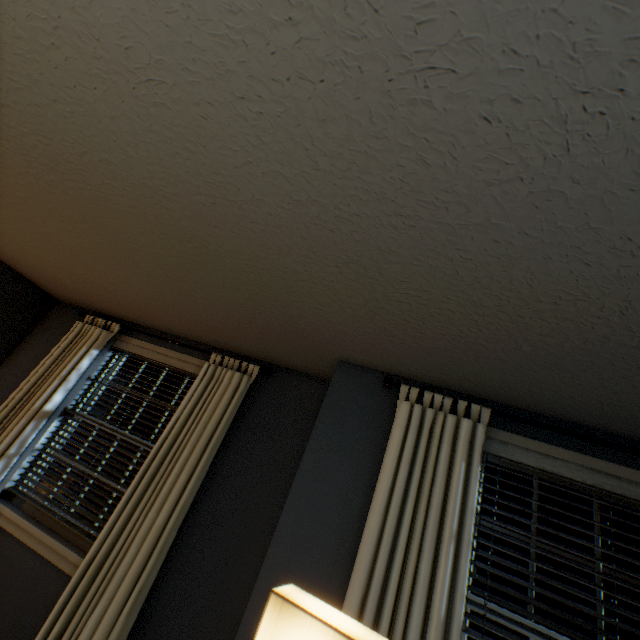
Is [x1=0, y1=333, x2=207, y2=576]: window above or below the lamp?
below

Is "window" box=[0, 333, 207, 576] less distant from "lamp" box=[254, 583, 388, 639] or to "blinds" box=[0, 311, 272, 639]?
"blinds" box=[0, 311, 272, 639]

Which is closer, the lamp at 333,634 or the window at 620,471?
the lamp at 333,634

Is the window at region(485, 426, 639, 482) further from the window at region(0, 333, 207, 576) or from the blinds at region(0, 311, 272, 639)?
the window at region(0, 333, 207, 576)

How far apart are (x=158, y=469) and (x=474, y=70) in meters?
2.6

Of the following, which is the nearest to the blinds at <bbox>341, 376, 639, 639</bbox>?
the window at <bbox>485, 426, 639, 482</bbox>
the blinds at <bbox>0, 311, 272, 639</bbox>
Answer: the window at <bbox>485, 426, 639, 482</bbox>

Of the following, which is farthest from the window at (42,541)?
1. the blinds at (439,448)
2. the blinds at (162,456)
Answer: the blinds at (439,448)

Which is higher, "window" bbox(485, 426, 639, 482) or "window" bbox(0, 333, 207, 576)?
"window" bbox(485, 426, 639, 482)
